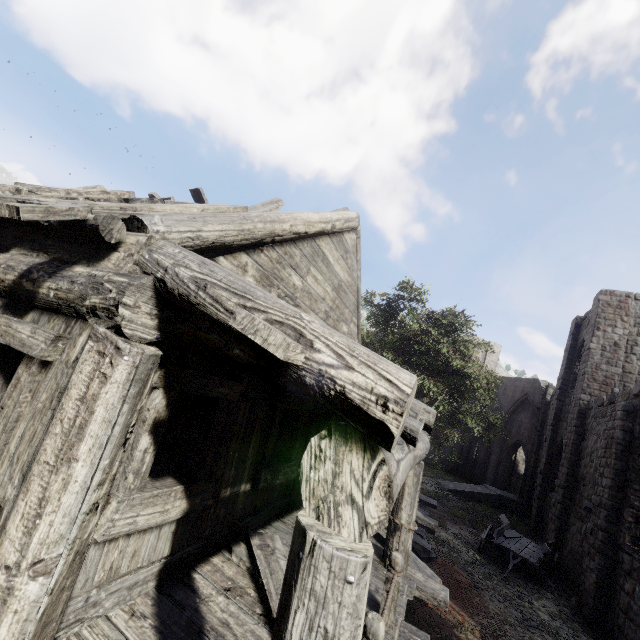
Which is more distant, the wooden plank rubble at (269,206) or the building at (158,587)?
the wooden plank rubble at (269,206)

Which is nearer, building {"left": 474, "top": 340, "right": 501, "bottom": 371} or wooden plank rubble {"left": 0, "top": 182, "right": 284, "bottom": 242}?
wooden plank rubble {"left": 0, "top": 182, "right": 284, "bottom": 242}

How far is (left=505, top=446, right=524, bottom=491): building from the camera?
30.5m

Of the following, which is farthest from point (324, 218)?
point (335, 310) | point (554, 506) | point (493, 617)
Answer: point (554, 506)

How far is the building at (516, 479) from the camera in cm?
3048

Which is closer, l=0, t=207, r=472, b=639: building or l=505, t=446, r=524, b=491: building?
l=0, t=207, r=472, b=639: building

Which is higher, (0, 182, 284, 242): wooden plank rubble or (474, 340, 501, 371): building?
(474, 340, 501, 371): building
